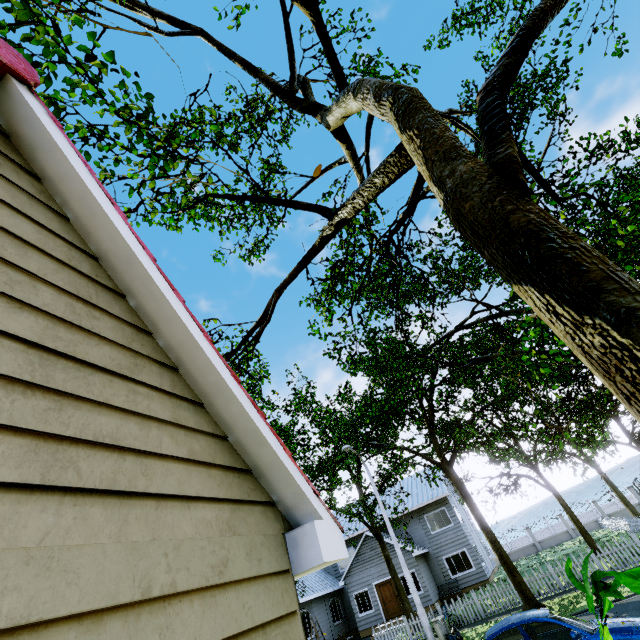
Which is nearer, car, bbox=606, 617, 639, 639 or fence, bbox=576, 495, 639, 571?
car, bbox=606, 617, 639, 639

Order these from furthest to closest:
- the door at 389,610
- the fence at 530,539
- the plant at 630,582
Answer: the fence at 530,539 → the door at 389,610 → the plant at 630,582

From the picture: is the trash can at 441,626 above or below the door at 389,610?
below

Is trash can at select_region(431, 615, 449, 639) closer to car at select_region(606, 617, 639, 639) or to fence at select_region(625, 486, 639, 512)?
fence at select_region(625, 486, 639, 512)

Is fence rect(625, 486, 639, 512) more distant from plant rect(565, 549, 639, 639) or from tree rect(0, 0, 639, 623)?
plant rect(565, 549, 639, 639)

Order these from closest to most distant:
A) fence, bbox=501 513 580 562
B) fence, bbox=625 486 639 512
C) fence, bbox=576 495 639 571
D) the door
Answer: fence, bbox=576 495 639 571
the door
fence, bbox=625 486 639 512
fence, bbox=501 513 580 562

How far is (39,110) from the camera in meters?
2.5 m
